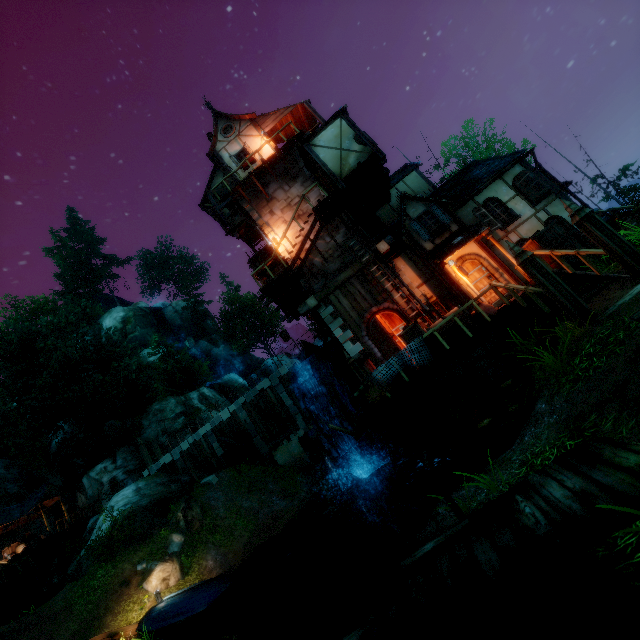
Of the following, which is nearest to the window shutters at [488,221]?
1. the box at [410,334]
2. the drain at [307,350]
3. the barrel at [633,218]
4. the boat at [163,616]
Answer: the barrel at [633,218]

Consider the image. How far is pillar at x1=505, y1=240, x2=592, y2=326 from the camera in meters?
7.3 m

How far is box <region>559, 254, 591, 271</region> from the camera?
9.7m

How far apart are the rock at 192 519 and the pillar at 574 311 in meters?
20.6 m

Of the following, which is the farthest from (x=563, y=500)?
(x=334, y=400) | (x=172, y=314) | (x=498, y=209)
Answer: (x=172, y=314)

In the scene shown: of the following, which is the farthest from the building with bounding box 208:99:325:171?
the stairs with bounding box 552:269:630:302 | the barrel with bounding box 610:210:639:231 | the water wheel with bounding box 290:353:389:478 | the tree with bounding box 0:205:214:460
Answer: the tree with bounding box 0:205:214:460

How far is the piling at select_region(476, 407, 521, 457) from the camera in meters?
7.6

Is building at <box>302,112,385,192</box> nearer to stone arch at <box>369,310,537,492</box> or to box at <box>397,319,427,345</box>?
stone arch at <box>369,310,537,492</box>
